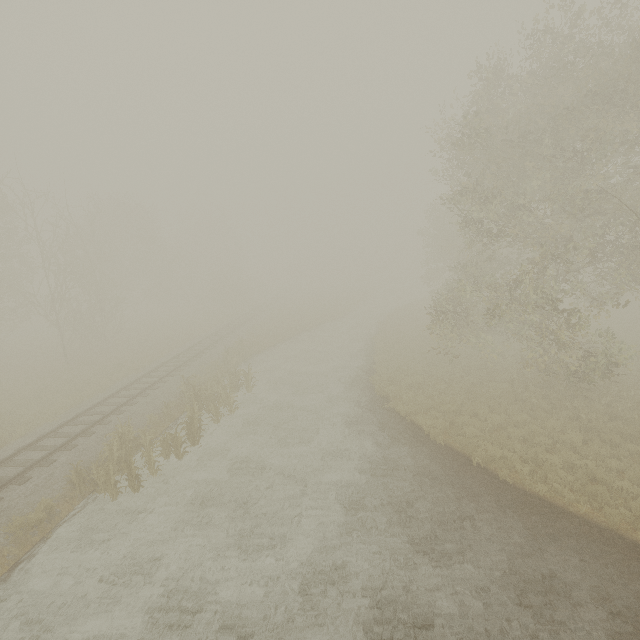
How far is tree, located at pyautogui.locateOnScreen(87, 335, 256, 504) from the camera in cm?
1117

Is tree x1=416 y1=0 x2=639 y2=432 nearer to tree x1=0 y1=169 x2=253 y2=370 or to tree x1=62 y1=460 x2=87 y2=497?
tree x1=0 y1=169 x2=253 y2=370

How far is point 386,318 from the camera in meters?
37.4 m

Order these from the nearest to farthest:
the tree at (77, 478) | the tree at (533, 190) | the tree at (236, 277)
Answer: the tree at (77, 478) → the tree at (533, 190) → the tree at (236, 277)

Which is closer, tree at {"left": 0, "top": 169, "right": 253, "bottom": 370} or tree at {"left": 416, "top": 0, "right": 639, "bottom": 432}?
tree at {"left": 416, "top": 0, "right": 639, "bottom": 432}

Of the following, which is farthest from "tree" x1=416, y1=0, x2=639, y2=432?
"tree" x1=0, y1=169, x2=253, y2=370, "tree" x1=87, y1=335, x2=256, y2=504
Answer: "tree" x1=87, y1=335, x2=256, y2=504

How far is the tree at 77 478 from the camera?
11.0m

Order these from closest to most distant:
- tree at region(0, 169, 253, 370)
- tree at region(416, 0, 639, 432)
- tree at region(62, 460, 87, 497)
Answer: tree at region(62, 460, 87, 497), tree at region(416, 0, 639, 432), tree at region(0, 169, 253, 370)
